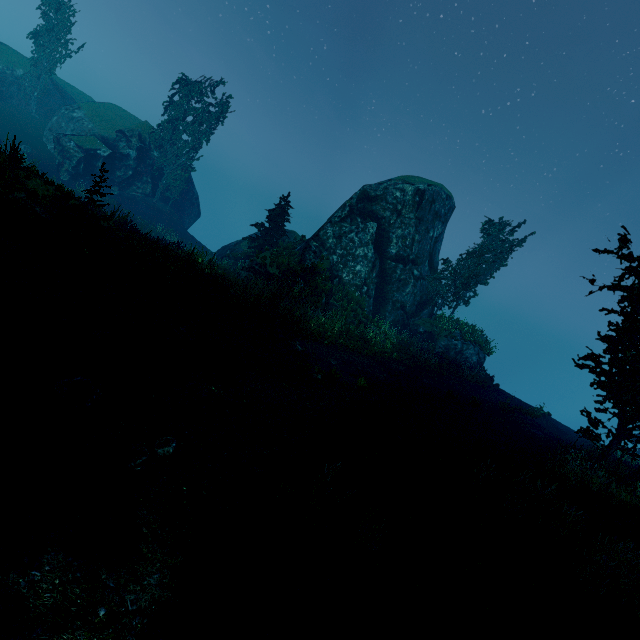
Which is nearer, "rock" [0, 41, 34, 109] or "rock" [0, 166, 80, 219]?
"rock" [0, 166, 80, 219]

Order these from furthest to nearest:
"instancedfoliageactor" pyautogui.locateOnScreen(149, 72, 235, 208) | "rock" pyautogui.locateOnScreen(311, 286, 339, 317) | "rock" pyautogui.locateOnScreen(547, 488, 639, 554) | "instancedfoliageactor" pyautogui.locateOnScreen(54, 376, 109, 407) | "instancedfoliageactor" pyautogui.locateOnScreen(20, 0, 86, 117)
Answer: "instancedfoliageactor" pyautogui.locateOnScreen(20, 0, 86, 117), "instancedfoliageactor" pyautogui.locateOnScreen(149, 72, 235, 208), "rock" pyautogui.locateOnScreen(311, 286, 339, 317), "rock" pyautogui.locateOnScreen(547, 488, 639, 554), "instancedfoliageactor" pyautogui.locateOnScreen(54, 376, 109, 407)

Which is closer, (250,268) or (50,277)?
(50,277)

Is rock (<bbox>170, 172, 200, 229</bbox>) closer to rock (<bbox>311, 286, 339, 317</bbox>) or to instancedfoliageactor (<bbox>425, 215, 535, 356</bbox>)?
instancedfoliageactor (<bbox>425, 215, 535, 356</bbox>)

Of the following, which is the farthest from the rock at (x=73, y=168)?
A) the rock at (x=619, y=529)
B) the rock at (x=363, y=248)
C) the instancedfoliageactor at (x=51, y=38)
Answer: the rock at (x=619, y=529)

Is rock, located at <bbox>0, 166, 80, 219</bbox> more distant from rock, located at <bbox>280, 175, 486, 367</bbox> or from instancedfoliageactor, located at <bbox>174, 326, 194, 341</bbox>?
rock, located at <bbox>280, 175, 486, 367</bbox>

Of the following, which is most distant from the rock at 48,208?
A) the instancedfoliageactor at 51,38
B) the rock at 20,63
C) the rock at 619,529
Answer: the rock at 20,63

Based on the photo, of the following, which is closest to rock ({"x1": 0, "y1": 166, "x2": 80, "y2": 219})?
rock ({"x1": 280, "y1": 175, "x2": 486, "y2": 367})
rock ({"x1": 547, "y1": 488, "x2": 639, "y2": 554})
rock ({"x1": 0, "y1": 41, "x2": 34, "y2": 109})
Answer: rock ({"x1": 280, "y1": 175, "x2": 486, "y2": 367})
